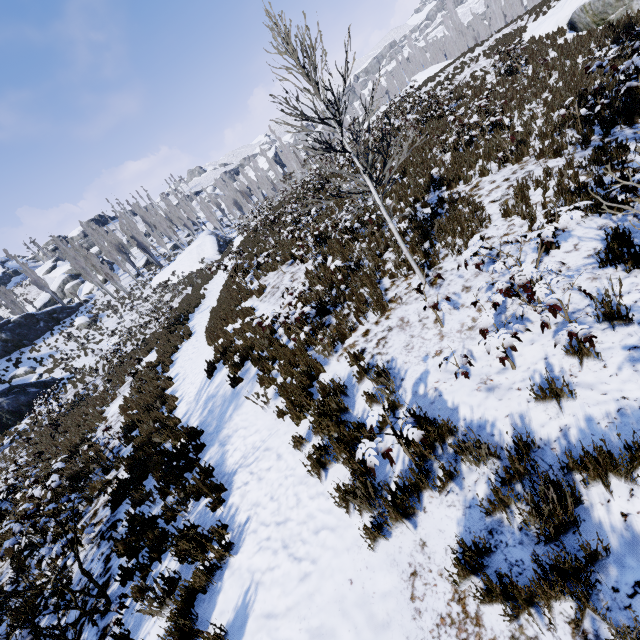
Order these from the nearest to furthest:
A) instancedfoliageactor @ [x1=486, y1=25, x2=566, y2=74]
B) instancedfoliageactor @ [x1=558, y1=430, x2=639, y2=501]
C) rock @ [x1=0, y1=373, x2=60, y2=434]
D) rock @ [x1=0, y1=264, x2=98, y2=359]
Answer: instancedfoliageactor @ [x1=558, y1=430, x2=639, y2=501], instancedfoliageactor @ [x1=486, y1=25, x2=566, y2=74], rock @ [x1=0, y1=373, x2=60, y2=434], rock @ [x1=0, y1=264, x2=98, y2=359]

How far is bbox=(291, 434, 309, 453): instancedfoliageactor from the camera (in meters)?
4.87

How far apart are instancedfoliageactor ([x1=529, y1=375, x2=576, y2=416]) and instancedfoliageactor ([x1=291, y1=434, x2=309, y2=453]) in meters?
1.7 m

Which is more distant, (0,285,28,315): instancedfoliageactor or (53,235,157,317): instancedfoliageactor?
(0,285,28,315): instancedfoliageactor

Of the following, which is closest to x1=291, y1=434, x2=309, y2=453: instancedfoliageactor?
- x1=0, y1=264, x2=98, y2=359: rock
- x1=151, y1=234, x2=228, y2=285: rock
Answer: x1=0, y1=264, x2=98, y2=359: rock

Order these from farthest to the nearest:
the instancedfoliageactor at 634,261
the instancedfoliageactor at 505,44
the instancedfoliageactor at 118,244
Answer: the instancedfoliageactor at 118,244, the instancedfoliageactor at 505,44, the instancedfoliageactor at 634,261

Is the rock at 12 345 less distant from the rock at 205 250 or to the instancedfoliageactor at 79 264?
the instancedfoliageactor at 79 264

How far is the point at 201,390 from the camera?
9.2 meters
